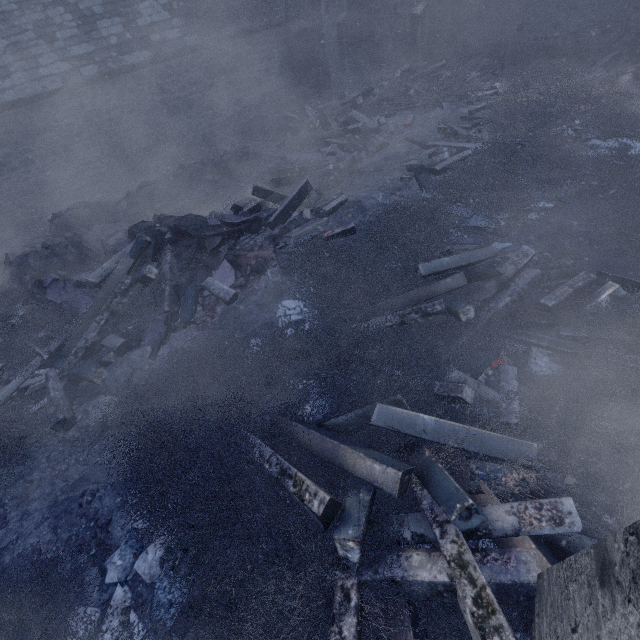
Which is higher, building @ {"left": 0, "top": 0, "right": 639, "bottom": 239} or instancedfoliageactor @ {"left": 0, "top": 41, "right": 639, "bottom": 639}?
building @ {"left": 0, "top": 0, "right": 639, "bottom": 239}

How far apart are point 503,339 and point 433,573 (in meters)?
2.48

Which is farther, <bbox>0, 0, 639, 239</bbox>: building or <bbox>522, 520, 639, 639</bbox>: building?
<bbox>0, 0, 639, 239</bbox>: building

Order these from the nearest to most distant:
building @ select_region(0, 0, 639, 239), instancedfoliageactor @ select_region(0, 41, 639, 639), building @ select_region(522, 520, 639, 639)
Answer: building @ select_region(522, 520, 639, 639)
instancedfoliageactor @ select_region(0, 41, 639, 639)
building @ select_region(0, 0, 639, 239)

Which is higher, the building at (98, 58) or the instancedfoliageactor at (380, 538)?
the building at (98, 58)

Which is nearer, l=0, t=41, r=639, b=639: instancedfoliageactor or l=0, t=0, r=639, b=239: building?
l=0, t=41, r=639, b=639: instancedfoliageactor
